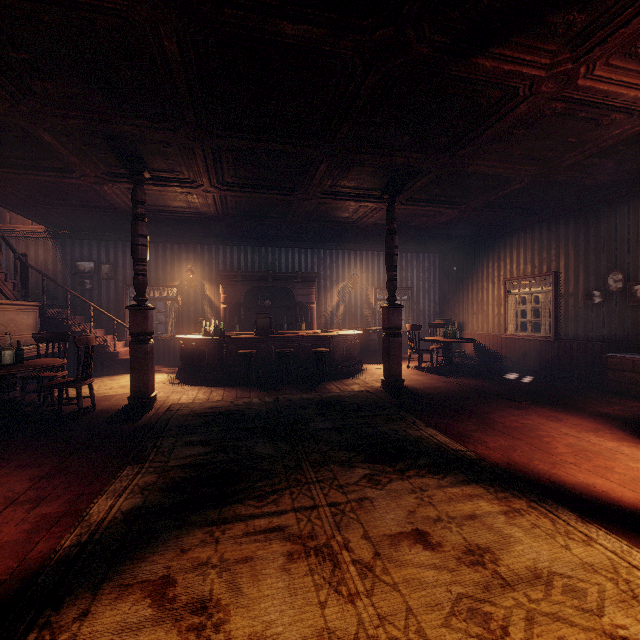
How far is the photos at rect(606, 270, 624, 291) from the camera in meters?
6.3

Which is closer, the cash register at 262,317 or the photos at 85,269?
the cash register at 262,317

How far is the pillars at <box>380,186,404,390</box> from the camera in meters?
6.2 m

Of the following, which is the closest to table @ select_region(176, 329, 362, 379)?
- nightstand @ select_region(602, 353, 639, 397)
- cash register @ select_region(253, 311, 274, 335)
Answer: cash register @ select_region(253, 311, 274, 335)

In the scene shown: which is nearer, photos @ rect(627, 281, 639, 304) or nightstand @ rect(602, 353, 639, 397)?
nightstand @ rect(602, 353, 639, 397)

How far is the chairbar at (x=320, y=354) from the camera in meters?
7.2

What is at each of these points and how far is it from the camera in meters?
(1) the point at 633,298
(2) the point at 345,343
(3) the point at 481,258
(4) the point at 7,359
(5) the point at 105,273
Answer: (1) photos, 6.1 m
(2) table, 8.4 m
(3) building, 10.0 m
(4) glass bottle set, 4.6 m
(5) photos, 9.5 m

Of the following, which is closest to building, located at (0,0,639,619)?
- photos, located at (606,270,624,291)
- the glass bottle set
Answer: photos, located at (606,270,624,291)
